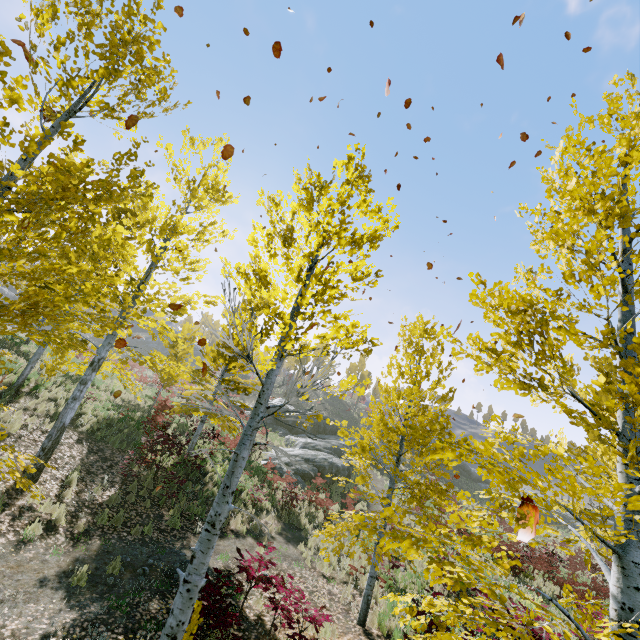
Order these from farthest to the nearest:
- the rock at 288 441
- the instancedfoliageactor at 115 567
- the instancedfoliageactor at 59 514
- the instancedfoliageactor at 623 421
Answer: the rock at 288 441 < the instancedfoliageactor at 59 514 < the instancedfoliageactor at 115 567 < the instancedfoliageactor at 623 421

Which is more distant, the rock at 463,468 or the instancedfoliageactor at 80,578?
the rock at 463,468

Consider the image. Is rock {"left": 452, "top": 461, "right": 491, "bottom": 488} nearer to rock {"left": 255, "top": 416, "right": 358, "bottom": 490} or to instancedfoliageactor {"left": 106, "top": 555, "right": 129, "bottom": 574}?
rock {"left": 255, "top": 416, "right": 358, "bottom": 490}

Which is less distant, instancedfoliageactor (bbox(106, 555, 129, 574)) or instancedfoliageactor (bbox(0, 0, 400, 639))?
instancedfoliageactor (bbox(0, 0, 400, 639))

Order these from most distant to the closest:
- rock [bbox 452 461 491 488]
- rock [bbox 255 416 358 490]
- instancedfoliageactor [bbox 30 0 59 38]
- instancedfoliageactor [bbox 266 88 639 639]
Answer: rock [bbox 452 461 491 488], rock [bbox 255 416 358 490], instancedfoliageactor [bbox 30 0 59 38], instancedfoliageactor [bbox 266 88 639 639]

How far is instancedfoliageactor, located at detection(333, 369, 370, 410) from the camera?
4.5 meters

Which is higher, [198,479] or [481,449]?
[481,449]
